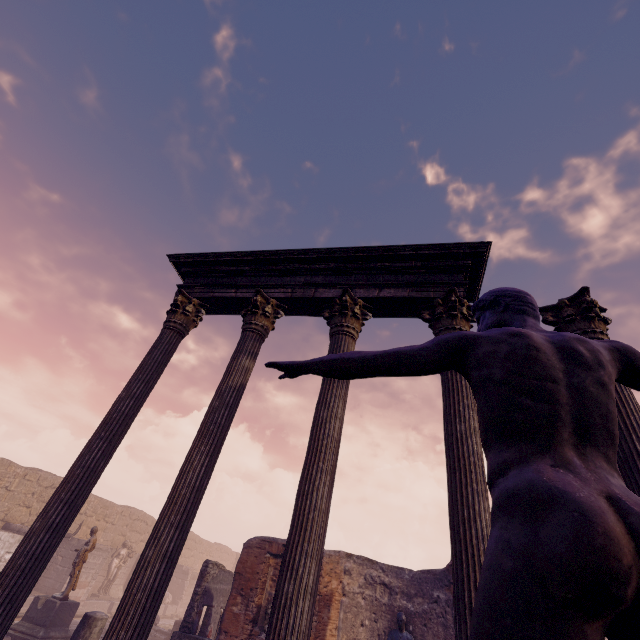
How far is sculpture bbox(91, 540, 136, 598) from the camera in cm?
1885

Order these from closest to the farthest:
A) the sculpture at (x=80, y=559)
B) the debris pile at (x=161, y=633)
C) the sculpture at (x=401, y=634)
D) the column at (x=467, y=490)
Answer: the column at (x=467, y=490) < the sculpture at (x=401, y=634) < the sculpture at (x=80, y=559) < the debris pile at (x=161, y=633)

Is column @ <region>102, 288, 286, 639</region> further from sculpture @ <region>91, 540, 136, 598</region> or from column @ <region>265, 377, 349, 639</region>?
sculpture @ <region>91, 540, 136, 598</region>

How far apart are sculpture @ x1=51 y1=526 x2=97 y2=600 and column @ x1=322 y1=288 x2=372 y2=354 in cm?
1309

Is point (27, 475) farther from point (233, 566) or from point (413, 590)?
point (233, 566)

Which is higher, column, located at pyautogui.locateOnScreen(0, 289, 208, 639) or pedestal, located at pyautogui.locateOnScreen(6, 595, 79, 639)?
column, located at pyautogui.locateOnScreen(0, 289, 208, 639)

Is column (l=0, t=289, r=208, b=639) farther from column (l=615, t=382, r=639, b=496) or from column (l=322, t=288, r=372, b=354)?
column (l=615, t=382, r=639, b=496)

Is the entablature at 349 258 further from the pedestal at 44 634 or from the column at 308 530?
the pedestal at 44 634
